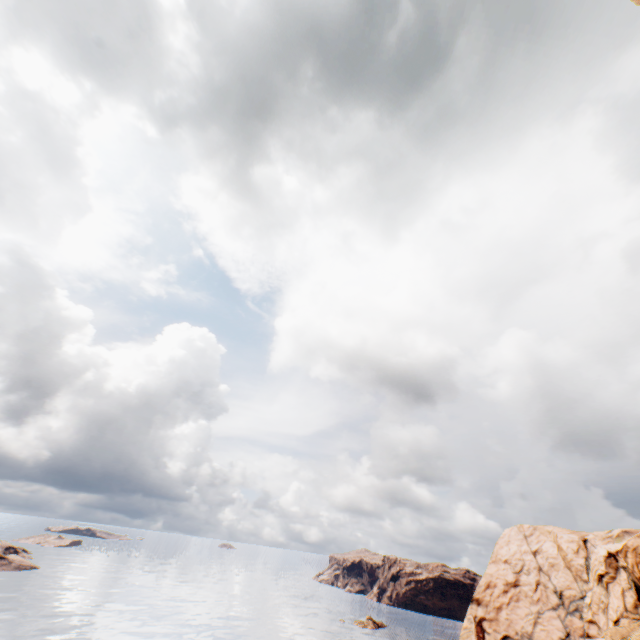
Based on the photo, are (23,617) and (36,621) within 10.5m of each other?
yes
